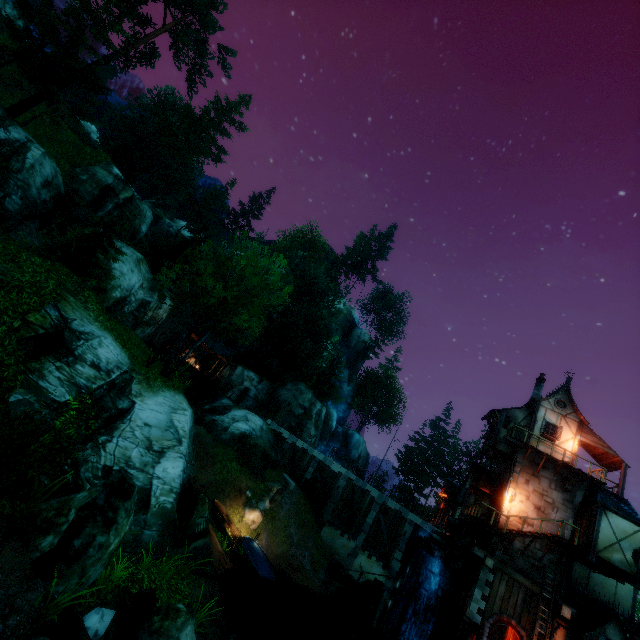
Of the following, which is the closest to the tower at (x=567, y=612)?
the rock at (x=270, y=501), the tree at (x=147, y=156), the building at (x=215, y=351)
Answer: the tree at (x=147, y=156)

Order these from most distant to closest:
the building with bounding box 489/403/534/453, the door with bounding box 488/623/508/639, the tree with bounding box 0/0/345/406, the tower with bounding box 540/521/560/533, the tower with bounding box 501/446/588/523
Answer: the building with bounding box 489/403/534/453 < the tower with bounding box 501/446/588/523 < the tower with bounding box 540/521/560/533 < the door with bounding box 488/623/508/639 < the tree with bounding box 0/0/345/406

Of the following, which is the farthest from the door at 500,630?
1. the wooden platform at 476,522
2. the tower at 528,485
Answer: the wooden platform at 476,522

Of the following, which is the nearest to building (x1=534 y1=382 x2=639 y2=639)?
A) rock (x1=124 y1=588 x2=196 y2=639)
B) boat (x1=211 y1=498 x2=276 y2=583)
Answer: boat (x1=211 y1=498 x2=276 y2=583)

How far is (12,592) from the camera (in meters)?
6.73

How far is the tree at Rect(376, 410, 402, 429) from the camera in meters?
57.5

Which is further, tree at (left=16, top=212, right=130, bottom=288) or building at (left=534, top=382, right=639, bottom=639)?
tree at (left=16, top=212, right=130, bottom=288)

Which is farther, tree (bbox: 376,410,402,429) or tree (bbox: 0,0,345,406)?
tree (bbox: 376,410,402,429)
